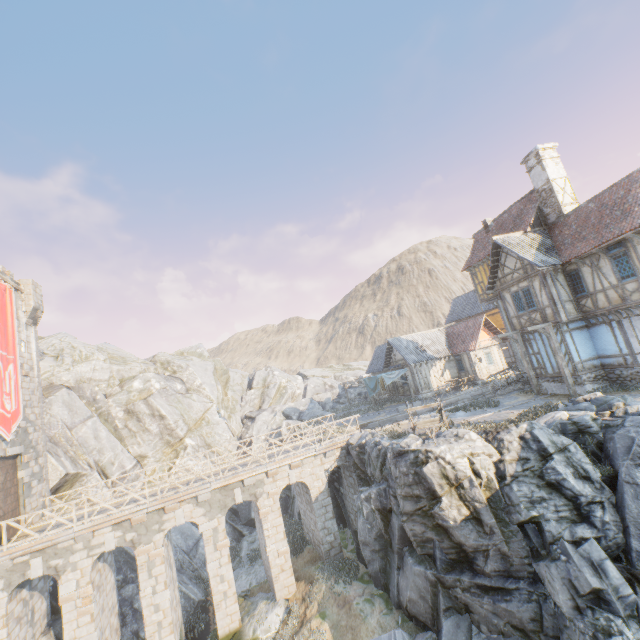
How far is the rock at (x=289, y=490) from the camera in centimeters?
2639cm

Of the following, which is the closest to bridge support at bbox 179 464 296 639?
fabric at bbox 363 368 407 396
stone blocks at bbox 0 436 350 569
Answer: stone blocks at bbox 0 436 350 569

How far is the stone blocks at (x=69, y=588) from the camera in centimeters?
1409cm

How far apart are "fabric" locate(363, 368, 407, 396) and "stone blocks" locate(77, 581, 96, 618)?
22.8m

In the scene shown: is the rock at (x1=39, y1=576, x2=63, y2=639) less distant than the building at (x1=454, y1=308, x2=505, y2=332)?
Yes

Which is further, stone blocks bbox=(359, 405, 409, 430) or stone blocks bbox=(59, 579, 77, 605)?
stone blocks bbox=(359, 405, 409, 430)

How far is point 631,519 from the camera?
9.7 meters

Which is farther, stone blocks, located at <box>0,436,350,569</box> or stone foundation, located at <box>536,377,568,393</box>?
stone foundation, located at <box>536,377,568,393</box>
